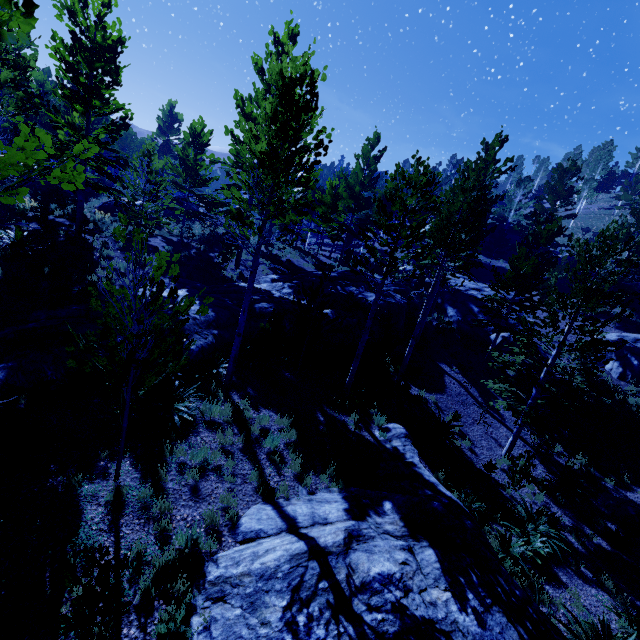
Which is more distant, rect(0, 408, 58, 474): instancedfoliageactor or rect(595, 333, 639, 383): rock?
rect(595, 333, 639, 383): rock

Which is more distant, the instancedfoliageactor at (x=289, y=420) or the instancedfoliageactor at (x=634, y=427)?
the instancedfoliageactor at (x=634, y=427)

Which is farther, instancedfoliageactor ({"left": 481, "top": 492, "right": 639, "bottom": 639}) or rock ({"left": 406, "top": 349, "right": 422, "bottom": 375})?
rock ({"left": 406, "top": 349, "right": 422, "bottom": 375})

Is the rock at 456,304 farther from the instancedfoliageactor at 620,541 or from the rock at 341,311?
the rock at 341,311

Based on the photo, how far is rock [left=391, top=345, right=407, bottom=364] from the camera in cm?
1699

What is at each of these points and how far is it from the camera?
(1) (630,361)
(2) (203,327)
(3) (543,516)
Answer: (1) rock, 18.7m
(2) rock, 11.4m
(3) instancedfoliageactor, 9.8m

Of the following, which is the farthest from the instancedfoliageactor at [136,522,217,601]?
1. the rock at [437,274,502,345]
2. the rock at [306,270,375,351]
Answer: the rock at [437,274,502,345]
